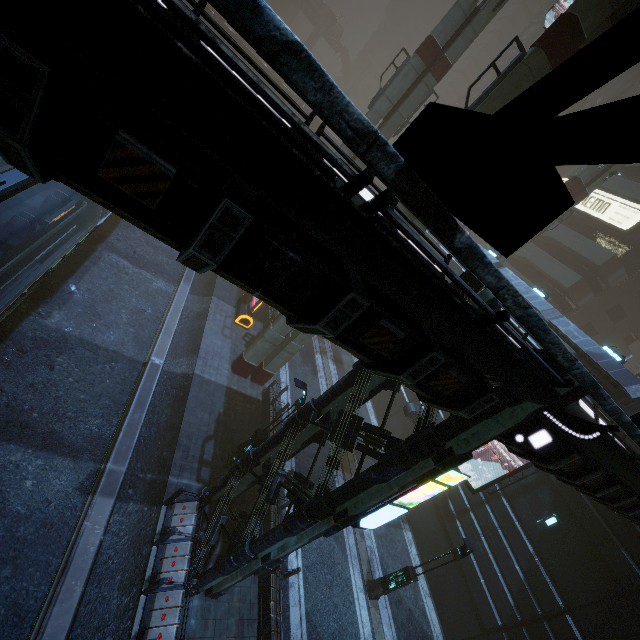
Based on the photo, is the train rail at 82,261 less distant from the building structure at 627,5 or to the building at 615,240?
the building at 615,240

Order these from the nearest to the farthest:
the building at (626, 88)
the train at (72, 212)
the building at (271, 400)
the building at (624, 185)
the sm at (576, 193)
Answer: the train at (72, 212)
the building at (271, 400)
the sm at (576, 193)
the building at (624, 185)
the building at (626, 88)

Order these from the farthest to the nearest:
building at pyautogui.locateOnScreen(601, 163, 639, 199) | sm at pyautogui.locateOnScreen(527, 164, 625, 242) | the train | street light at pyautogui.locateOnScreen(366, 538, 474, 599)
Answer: building at pyautogui.locateOnScreen(601, 163, 639, 199), sm at pyautogui.locateOnScreen(527, 164, 625, 242), street light at pyautogui.locateOnScreen(366, 538, 474, 599), the train

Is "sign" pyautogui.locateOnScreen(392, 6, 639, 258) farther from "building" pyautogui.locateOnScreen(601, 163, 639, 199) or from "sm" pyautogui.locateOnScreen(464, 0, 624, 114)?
"sm" pyautogui.locateOnScreen(464, 0, 624, 114)

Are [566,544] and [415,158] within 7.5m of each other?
no

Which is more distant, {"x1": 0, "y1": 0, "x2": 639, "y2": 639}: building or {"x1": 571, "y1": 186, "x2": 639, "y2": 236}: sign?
{"x1": 571, "y1": 186, "x2": 639, "y2": 236}: sign

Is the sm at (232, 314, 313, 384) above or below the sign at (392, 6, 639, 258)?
below

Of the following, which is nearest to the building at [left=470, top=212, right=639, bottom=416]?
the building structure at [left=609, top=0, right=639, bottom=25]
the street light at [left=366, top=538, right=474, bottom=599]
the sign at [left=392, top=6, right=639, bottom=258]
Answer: the sign at [left=392, top=6, right=639, bottom=258]
